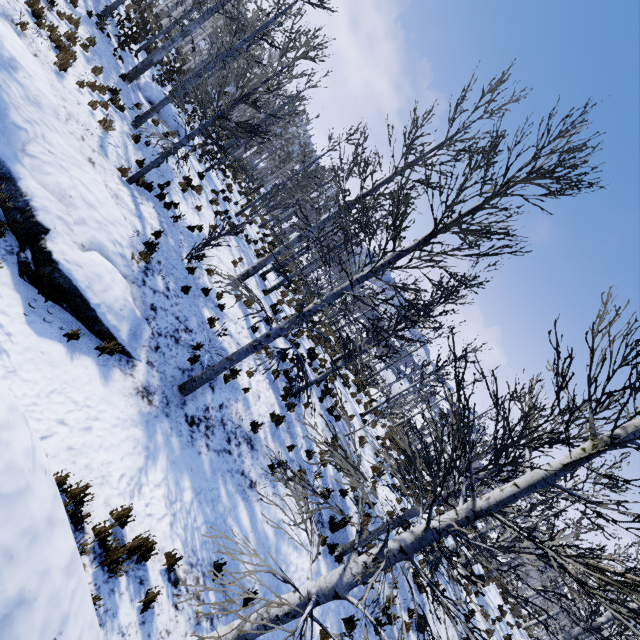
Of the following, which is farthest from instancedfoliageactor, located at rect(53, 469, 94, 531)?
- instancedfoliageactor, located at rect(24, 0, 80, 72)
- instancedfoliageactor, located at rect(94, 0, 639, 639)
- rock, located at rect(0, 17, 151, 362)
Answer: instancedfoliageactor, located at rect(24, 0, 80, 72)

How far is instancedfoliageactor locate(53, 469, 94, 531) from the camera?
4.30m

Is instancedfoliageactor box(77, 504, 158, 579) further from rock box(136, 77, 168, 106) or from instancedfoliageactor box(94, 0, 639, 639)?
rock box(136, 77, 168, 106)

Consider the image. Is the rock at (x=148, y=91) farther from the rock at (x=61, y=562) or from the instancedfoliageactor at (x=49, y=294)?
the instancedfoliageactor at (x=49, y=294)

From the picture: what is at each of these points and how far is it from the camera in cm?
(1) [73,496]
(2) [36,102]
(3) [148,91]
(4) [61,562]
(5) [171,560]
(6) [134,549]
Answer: (1) instancedfoliageactor, 446
(2) rock, 740
(3) rock, 1463
(4) rock, 262
(5) instancedfoliageactor, 501
(6) instancedfoliageactor, 468

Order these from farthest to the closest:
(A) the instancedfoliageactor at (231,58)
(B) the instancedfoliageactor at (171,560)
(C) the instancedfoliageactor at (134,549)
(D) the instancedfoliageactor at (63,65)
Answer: (D) the instancedfoliageactor at (63,65) < (B) the instancedfoliageactor at (171,560) < (C) the instancedfoliageactor at (134,549) < (A) the instancedfoliageactor at (231,58)

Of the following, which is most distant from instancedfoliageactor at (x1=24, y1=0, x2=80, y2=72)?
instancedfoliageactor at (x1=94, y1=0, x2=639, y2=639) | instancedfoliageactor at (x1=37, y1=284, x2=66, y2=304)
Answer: instancedfoliageactor at (x1=37, y1=284, x2=66, y2=304)
